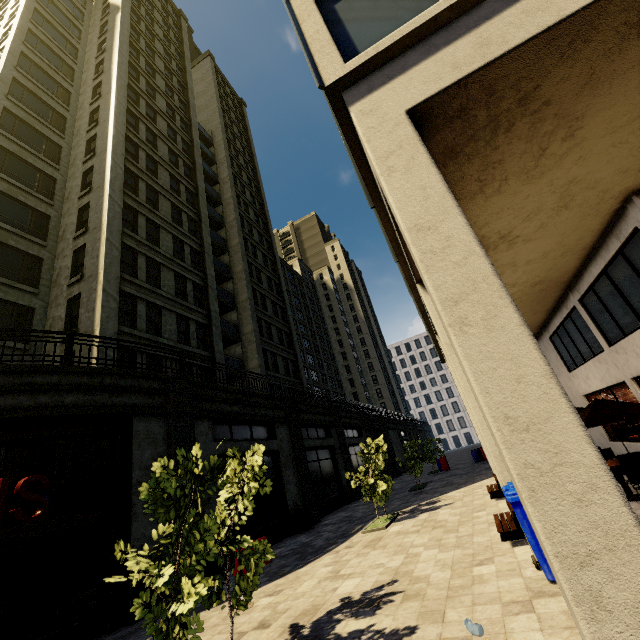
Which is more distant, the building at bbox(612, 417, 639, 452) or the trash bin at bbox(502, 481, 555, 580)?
the building at bbox(612, 417, 639, 452)

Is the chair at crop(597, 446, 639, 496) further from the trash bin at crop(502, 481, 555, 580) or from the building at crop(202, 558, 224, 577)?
the trash bin at crop(502, 481, 555, 580)

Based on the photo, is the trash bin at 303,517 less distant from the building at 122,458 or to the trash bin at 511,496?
the building at 122,458

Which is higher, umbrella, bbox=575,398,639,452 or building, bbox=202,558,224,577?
umbrella, bbox=575,398,639,452

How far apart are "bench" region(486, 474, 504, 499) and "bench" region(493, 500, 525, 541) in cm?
441

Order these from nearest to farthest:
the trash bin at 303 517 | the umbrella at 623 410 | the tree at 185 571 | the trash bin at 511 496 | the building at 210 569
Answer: the tree at 185 571 < the trash bin at 511 496 < the umbrella at 623 410 < the building at 210 569 < the trash bin at 303 517

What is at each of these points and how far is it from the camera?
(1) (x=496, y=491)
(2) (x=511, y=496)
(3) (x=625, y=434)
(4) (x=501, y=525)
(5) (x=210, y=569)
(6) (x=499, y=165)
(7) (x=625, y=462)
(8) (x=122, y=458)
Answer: (1) bench, 12.0 meters
(2) trash bin, 5.3 meters
(3) building, 12.9 meters
(4) bench, 7.4 meters
(5) building, 10.8 meters
(6) building, 5.2 meters
(7) chair, 7.4 meters
(8) building, 10.0 meters

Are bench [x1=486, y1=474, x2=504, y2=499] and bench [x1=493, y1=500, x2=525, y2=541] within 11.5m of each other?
yes
